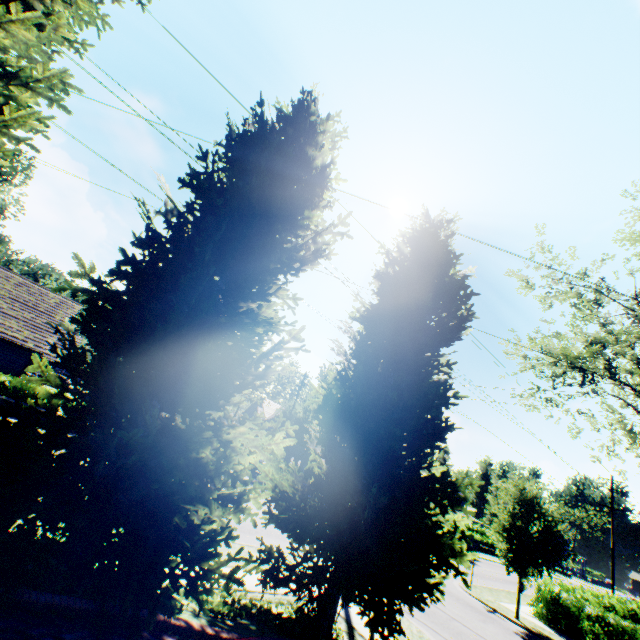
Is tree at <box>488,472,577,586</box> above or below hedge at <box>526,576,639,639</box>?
above

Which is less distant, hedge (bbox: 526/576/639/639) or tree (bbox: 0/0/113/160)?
tree (bbox: 0/0/113/160)

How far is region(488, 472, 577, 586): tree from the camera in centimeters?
1527cm

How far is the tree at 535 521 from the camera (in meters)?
15.27

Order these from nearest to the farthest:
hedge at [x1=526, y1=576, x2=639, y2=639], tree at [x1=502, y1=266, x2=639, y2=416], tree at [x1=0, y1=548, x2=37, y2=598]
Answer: tree at [x1=0, y1=548, x2=37, y2=598]
hedge at [x1=526, y1=576, x2=639, y2=639]
tree at [x1=502, y1=266, x2=639, y2=416]

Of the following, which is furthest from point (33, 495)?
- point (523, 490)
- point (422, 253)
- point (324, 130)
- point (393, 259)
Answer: point (523, 490)

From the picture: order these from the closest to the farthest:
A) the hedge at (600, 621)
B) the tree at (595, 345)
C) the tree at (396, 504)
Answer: the tree at (396, 504)
the hedge at (600, 621)
the tree at (595, 345)
